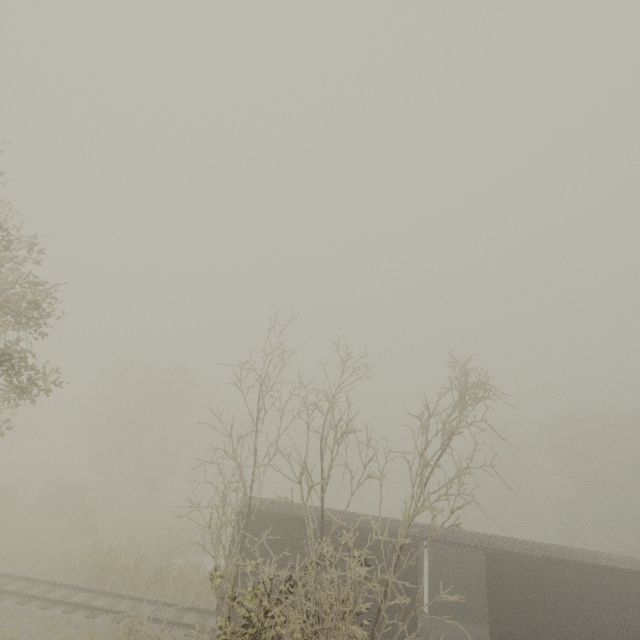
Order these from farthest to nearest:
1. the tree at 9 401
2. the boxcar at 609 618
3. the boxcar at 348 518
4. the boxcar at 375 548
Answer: the boxcar at 348 518
the boxcar at 375 548
the boxcar at 609 618
the tree at 9 401

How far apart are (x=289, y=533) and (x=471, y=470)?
45.60m

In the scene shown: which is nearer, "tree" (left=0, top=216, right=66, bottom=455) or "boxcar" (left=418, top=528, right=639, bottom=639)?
"tree" (left=0, top=216, right=66, bottom=455)

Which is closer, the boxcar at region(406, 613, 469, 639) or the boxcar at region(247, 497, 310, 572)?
the boxcar at region(406, 613, 469, 639)

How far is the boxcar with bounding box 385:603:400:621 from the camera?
12.5 meters

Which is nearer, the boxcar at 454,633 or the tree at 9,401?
the tree at 9,401
